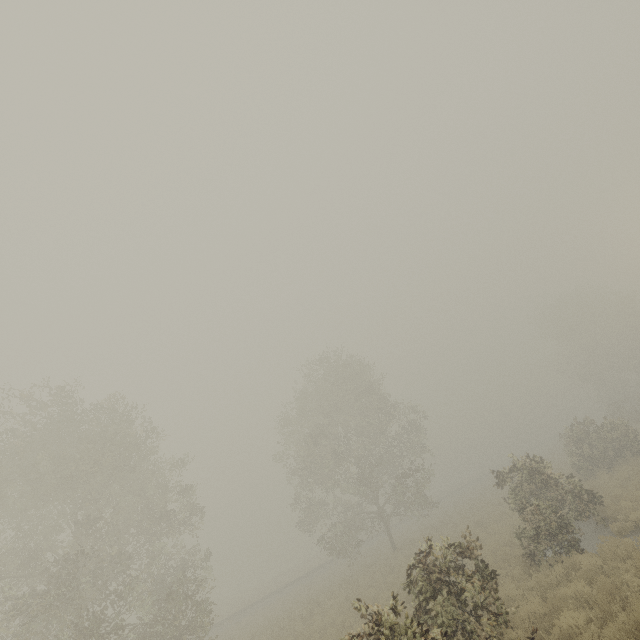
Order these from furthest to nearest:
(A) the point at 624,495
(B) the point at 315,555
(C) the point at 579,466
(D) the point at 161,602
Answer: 1. (B) the point at 315,555
2. (C) the point at 579,466
3. (D) the point at 161,602
4. (A) the point at 624,495
